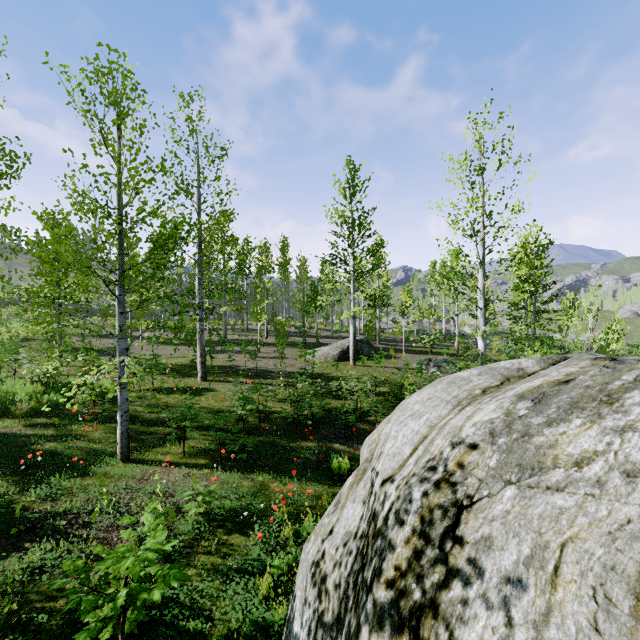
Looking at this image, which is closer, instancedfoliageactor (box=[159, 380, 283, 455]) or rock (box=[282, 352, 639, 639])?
rock (box=[282, 352, 639, 639])

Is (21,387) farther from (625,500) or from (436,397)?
(625,500)

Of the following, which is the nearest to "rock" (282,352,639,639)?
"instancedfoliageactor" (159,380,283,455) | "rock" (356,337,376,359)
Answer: "rock" (356,337,376,359)

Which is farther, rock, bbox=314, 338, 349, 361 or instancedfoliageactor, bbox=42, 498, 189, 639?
rock, bbox=314, 338, 349, 361

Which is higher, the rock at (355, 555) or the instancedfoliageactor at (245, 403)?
the rock at (355, 555)

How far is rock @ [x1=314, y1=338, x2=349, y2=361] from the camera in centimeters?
→ 1973cm

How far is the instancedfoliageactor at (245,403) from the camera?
7.0m

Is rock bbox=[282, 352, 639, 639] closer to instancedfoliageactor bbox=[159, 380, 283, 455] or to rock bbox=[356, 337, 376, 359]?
rock bbox=[356, 337, 376, 359]
